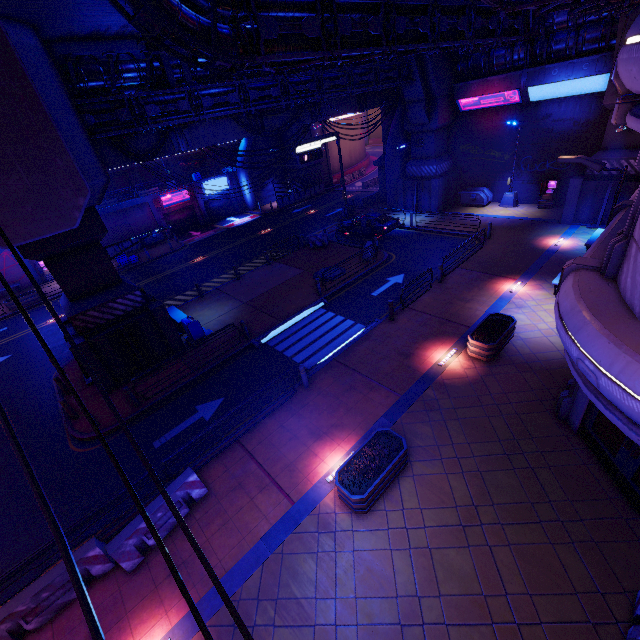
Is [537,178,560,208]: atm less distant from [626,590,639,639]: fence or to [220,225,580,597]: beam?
[220,225,580,597]: beam

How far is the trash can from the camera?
16.3m

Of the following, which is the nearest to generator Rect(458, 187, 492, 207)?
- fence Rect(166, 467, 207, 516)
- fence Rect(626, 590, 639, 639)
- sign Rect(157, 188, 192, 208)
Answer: fence Rect(626, 590, 639, 639)

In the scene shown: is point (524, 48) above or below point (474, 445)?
above

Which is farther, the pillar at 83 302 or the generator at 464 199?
the generator at 464 199

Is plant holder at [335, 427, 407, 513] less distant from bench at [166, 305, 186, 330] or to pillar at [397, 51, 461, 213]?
bench at [166, 305, 186, 330]

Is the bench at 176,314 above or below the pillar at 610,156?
below

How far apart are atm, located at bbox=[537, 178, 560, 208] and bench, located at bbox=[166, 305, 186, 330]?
25.8m
